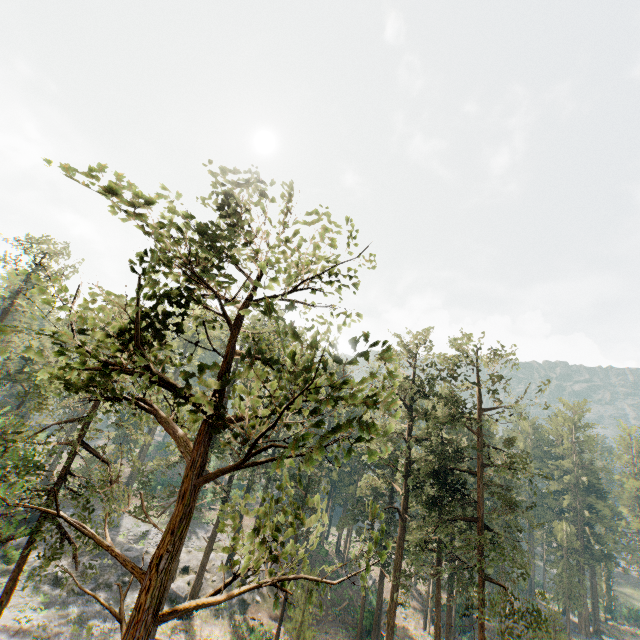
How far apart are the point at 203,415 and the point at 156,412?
30.3m

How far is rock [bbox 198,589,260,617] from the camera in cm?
3303

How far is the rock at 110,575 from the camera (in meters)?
30.30

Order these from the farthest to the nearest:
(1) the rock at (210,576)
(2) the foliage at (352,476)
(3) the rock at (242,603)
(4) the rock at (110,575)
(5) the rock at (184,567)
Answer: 1. (1) the rock at (210,576)
2. (3) the rock at (242,603)
3. (5) the rock at (184,567)
4. (4) the rock at (110,575)
5. (2) the foliage at (352,476)

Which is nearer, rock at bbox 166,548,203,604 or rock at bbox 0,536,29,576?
rock at bbox 0,536,29,576

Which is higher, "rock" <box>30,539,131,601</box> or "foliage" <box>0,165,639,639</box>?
"foliage" <box>0,165,639,639</box>

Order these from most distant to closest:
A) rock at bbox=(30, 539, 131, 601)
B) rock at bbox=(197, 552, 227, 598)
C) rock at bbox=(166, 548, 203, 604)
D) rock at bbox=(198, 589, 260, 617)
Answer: rock at bbox=(197, 552, 227, 598), rock at bbox=(198, 589, 260, 617), rock at bbox=(166, 548, 203, 604), rock at bbox=(30, 539, 131, 601)
